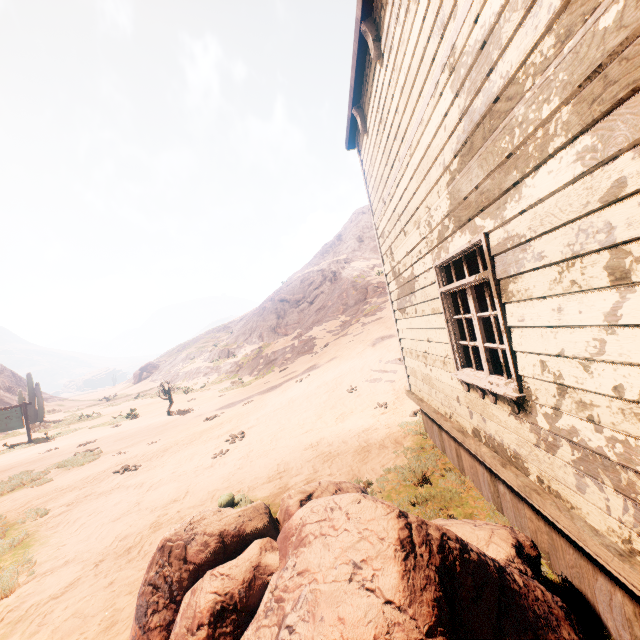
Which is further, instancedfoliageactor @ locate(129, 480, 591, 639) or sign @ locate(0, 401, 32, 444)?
sign @ locate(0, 401, 32, 444)

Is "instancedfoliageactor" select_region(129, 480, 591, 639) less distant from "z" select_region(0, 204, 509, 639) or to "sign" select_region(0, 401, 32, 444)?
"z" select_region(0, 204, 509, 639)

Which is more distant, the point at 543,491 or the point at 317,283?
the point at 317,283

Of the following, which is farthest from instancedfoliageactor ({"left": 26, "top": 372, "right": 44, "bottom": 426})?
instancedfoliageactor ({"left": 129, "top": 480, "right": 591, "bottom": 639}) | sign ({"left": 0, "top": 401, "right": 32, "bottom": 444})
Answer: instancedfoliageactor ({"left": 129, "top": 480, "right": 591, "bottom": 639})

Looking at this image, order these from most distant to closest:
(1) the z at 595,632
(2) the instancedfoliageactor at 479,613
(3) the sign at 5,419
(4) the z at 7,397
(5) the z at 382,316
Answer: A: (4) the z at 7,397 < (3) the sign at 5,419 < (5) the z at 382,316 < (1) the z at 595,632 < (2) the instancedfoliageactor at 479,613

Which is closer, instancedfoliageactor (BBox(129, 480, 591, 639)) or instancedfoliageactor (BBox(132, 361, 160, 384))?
instancedfoliageactor (BBox(129, 480, 591, 639))

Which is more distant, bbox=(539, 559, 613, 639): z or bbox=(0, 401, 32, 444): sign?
bbox=(0, 401, 32, 444): sign

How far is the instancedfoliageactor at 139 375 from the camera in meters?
47.0 m
